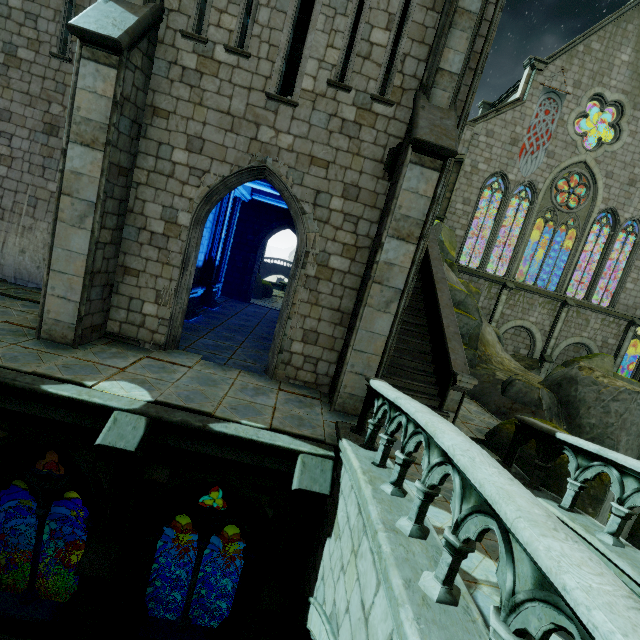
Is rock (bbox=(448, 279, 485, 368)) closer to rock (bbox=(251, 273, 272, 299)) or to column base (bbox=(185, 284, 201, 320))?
rock (bbox=(251, 273, 272, 299))

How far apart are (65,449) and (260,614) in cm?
475

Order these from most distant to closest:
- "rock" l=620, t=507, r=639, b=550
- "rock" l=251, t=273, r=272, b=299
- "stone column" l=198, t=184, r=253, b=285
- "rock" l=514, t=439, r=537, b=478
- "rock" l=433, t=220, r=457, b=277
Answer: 1. "rock" l=251, t=273, r=272, b=299
2. "rock" l=433, t=220, r=457, b=277
3. "stone column" l=198, t=184, r=253, b=285
4. "rock" l=620, t=507, r=639, b=550
5. "rock" l=514, t=439, r=537, b=478

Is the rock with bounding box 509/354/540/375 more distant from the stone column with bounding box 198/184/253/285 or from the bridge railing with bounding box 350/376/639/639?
the bridge railing with bounding box 350/376/639/639

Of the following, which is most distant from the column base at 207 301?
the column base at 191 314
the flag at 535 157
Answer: the flag at 535 157

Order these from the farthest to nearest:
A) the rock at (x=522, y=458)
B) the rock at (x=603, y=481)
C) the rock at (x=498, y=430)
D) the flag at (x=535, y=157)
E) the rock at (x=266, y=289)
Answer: the rock at (x=266, y=289) → the flag at (x=535, y=157) → the rock at (x=498, y=430) → the rock at (x=522, y=458) → the rock at (x=603, y=481)

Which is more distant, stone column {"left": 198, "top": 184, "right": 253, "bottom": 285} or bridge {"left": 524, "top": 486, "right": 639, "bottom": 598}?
stone column {"left": 198, "top": 184, "right": 253, "bottom": 285}

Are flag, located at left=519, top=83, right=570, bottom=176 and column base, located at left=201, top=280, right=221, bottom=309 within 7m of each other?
no
